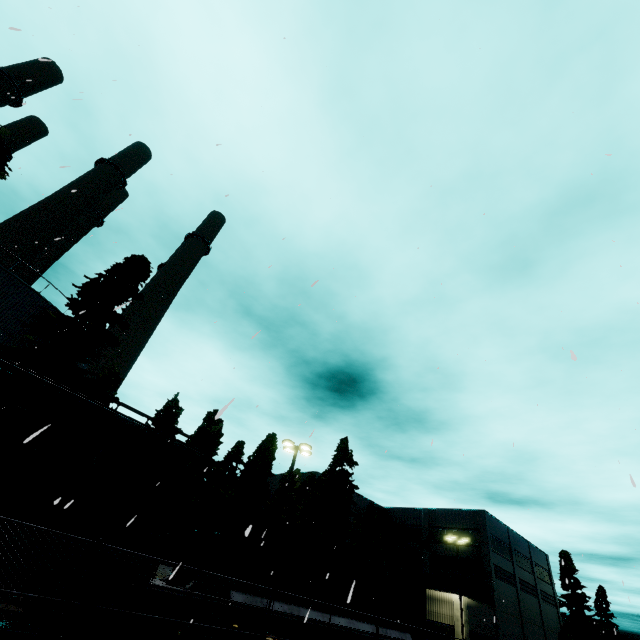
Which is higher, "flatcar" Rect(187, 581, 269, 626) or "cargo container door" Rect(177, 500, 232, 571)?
"cargo container door" Rect(177, 500, 232, 571)

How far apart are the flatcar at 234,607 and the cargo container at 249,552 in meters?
0.0

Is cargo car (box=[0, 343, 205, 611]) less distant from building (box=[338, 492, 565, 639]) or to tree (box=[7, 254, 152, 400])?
tree (box=[7, 254, 152, 400])

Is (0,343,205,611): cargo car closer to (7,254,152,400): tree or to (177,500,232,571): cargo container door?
(177,500,232,571): cargo container door

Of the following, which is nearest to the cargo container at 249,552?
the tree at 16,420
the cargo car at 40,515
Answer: the cargo car at 40,515

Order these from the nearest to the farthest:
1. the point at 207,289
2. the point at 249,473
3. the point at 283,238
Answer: the point at 283,238
the point at 207,289
the point at 249,473

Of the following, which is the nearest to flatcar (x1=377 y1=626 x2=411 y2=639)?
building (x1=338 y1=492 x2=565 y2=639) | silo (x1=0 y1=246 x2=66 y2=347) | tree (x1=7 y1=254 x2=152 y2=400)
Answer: tree (x1=7 y1=254 x2=152 y2=400)

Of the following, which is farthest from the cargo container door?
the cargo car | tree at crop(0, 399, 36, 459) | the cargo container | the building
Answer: the building
